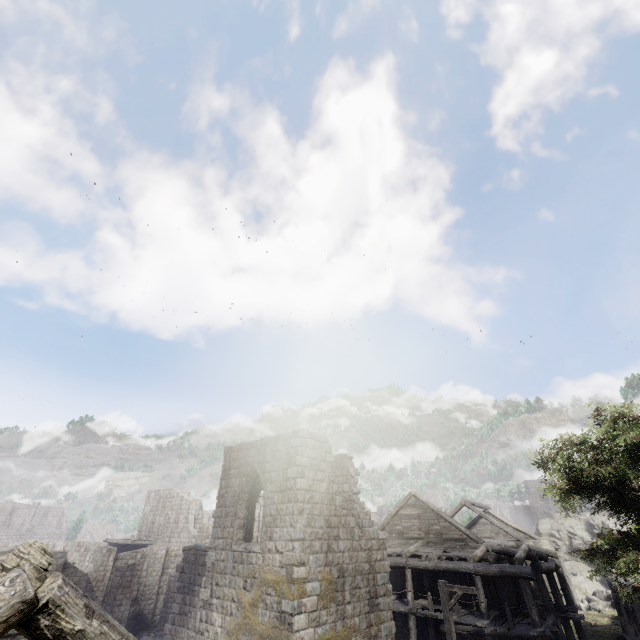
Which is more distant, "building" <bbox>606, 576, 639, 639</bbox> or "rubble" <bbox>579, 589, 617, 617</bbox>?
"rubble" <bbox>579, 589, 617, 617</bbox>

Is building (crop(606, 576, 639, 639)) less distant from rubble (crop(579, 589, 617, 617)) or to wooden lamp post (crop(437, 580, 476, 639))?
rubble (crop(579, 589, 617, 617))

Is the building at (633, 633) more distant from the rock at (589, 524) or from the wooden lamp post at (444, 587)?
the wooden lamp post at (444, 587)

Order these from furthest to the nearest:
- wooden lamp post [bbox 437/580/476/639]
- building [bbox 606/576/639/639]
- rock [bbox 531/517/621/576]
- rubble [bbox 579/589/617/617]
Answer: rock [bbox 531/517/621/576]
rubble [bbox 579/589/617/617]
building [bbox 606/576/639/639]
wooden lamp post [bbox 437/580/476/639]

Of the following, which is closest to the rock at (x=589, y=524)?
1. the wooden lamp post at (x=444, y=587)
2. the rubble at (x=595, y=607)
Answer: the rubble at (x=595, y=607)

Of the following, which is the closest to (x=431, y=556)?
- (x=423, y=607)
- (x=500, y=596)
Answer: (x=423, y=607)

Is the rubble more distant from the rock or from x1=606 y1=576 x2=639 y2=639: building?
x1=606 y1=576 x2=639 y2=639: building
